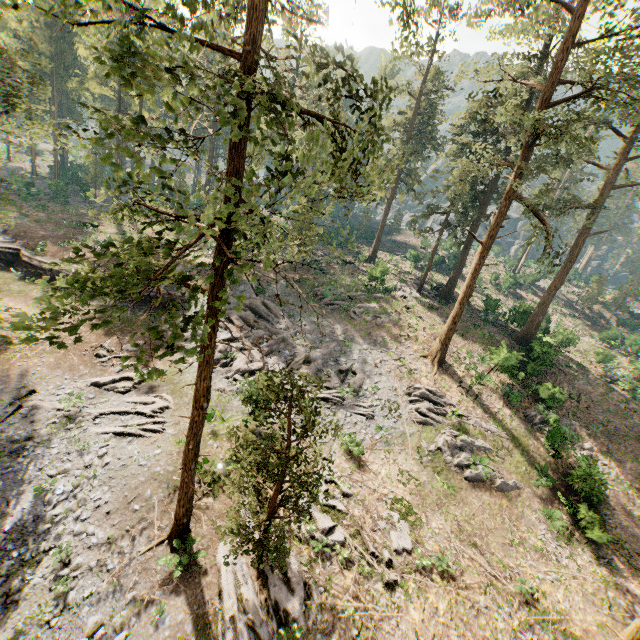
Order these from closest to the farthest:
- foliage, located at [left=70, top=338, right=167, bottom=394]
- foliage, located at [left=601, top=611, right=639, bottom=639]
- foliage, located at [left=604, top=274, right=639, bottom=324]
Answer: foliage, located at [left=70, top=338, right=167, bottom=394] < foliage, located at [left=601, top=611, right=639, bottom=639] < foliage, located at [left=604, top=274, right=639, bottom=324]

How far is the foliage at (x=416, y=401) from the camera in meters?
22.0

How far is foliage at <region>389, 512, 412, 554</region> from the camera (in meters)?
14.84

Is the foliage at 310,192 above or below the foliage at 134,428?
above

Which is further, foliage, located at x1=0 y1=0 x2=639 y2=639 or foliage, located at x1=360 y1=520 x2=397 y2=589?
foliage, located at x1=360 y1=520 x2=397 y2=589

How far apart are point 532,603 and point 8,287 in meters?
40.3
